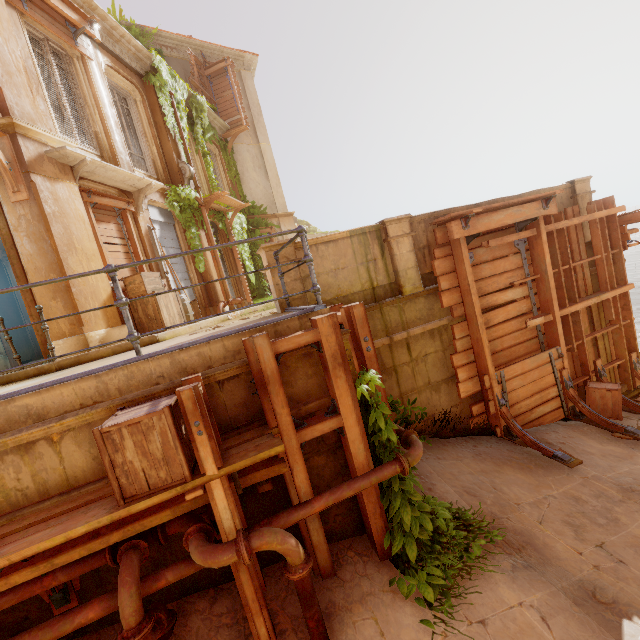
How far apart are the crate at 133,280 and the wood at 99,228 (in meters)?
0.21

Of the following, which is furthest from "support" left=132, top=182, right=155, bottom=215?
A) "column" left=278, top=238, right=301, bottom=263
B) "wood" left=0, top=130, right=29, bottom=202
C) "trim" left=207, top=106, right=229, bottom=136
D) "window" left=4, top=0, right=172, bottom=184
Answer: "trim" left=207, top=106, right=229, bottom=136

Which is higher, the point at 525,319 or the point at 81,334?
the point at 81,334

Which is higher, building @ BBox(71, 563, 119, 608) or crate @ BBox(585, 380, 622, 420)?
building @ BBox(71, 563, 119, 608)

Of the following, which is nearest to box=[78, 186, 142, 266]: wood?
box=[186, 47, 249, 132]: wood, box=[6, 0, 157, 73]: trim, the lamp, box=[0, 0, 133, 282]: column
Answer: box=[0, 0, 133, 282]: column

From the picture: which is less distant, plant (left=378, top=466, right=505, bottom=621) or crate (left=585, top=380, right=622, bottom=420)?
plant (left=378, top=466, right=505, bottom=621)

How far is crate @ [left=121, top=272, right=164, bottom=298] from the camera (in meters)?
7.64

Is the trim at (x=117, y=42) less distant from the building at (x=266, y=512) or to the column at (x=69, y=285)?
the column at (x=69, y=285)
